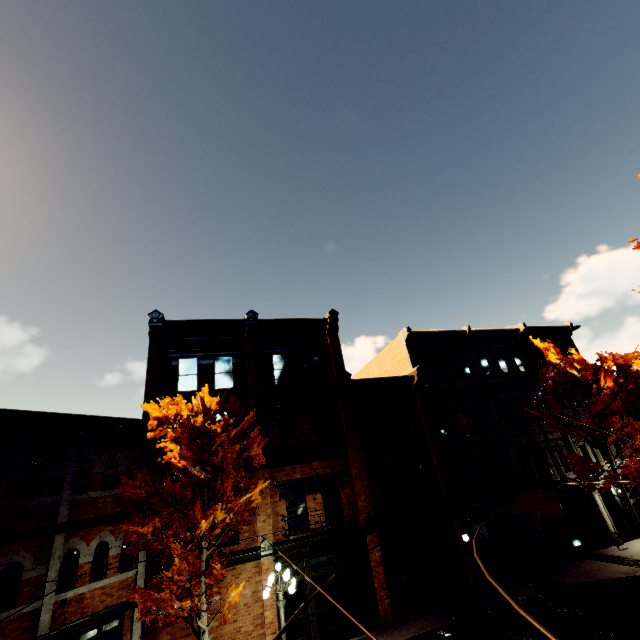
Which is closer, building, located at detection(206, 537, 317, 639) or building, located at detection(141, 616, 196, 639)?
building, located at detection(141, 616, 196, 639)

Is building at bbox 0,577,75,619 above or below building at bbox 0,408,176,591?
below

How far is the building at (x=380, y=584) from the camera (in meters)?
14.14

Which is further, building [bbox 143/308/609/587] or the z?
building [bbox 143/308/609/587]

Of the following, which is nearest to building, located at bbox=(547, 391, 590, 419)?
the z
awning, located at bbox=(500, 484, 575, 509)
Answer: awning, located at bbox=(500, 484, 575, 509)

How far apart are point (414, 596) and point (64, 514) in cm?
1570

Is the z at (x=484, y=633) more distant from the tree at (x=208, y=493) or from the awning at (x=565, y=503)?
the awning at (x=565, y=503)
